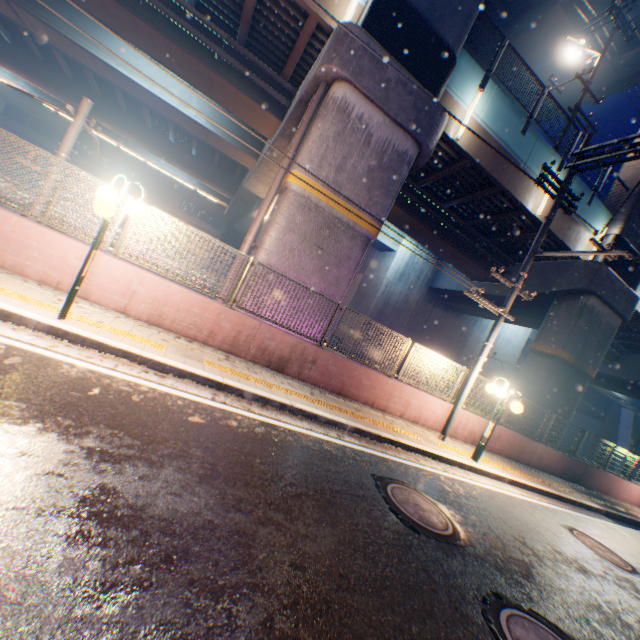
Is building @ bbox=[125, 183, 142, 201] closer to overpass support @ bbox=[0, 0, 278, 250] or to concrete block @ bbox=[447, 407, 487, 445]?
overpass support @ bbox=[0, 0, 278, 250]

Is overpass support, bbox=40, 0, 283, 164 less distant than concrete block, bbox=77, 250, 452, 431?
No

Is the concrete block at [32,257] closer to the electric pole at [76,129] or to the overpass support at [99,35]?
the overpass support at [99,35]

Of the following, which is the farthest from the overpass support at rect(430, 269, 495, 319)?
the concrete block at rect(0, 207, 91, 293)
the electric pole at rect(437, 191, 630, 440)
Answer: the electric pole at rect(437, 191, 630, 440)

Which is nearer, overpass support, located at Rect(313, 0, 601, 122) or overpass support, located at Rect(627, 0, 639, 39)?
overpass support, located at Rect(313, 0, 601, 122)

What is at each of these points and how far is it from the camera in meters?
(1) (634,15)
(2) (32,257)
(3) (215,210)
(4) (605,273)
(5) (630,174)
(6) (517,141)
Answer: (1) overpass support, 17.5
(2) concrete block, 5.9
(3) building, 46.8
(4) overpass support, 14.2
(5) overpass support, 15.0
(6) overpass support, 12.2

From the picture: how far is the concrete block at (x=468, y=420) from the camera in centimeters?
1052cm

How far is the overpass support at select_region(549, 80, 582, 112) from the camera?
21.55m
